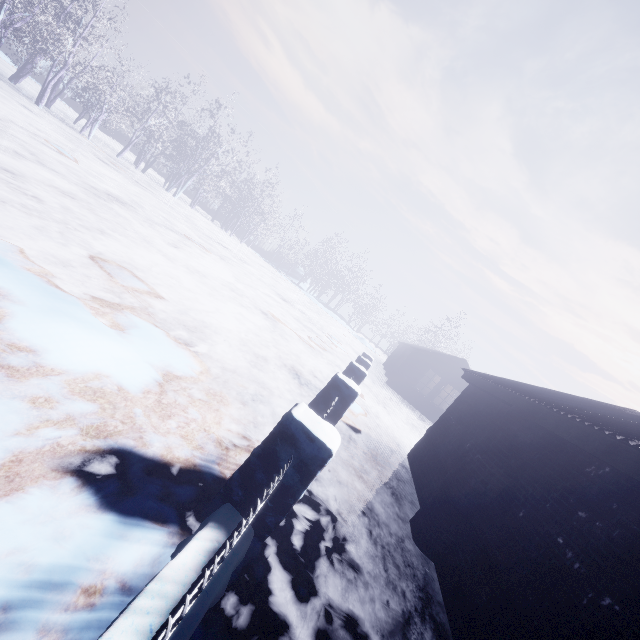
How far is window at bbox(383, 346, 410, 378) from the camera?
19.6m

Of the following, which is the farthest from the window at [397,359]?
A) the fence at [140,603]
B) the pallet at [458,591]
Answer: the pallet at [458,591]

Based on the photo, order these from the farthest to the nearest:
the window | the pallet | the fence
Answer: the window → the pallet → the fence

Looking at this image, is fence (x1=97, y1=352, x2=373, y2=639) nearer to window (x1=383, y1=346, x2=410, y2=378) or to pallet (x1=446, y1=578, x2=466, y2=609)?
pallet (x1=446, y1=578, x2=466, y2=609)

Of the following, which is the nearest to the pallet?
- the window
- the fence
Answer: the fence

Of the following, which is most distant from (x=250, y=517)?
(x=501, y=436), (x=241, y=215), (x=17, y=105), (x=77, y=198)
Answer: (x=241, y=215)

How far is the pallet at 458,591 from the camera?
3.2 meters
